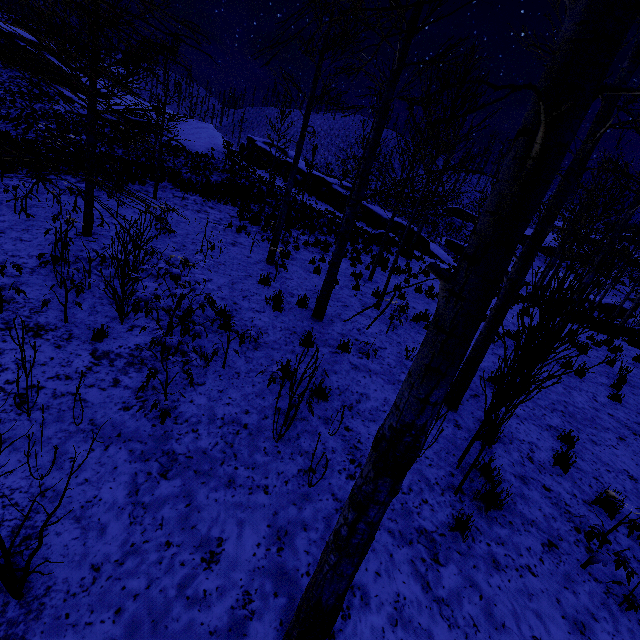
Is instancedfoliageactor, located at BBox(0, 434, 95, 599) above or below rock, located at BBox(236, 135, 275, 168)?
below

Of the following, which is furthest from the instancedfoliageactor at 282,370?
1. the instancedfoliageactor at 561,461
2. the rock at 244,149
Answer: the rock at 244,149

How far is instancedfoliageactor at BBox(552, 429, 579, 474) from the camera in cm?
504

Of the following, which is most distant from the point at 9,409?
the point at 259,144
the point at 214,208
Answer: the point at 259,144

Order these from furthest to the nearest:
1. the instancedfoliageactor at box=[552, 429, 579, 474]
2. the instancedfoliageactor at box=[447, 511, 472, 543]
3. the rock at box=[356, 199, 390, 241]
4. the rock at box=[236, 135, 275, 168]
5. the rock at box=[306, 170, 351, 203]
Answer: the rock at box=[236, 135, 275, 168] → the rock at box=[306, 170, 351, 203] → the rock at box=[356, 199, 390, 241] → the instancedfoliageactor at box=[552, 429, 579, 474] → the instancedfoliageactor at box=[447, 511, 472, 543]

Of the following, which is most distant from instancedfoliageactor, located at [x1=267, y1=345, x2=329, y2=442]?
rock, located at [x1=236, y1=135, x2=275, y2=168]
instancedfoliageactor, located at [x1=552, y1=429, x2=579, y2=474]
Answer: rock, located at [x1=236, y1=135, x2=275, y2=168]

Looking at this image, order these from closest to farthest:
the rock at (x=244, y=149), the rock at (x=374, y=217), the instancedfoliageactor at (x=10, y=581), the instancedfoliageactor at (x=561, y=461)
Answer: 1. the instancedfoliageactor at (x=10, y=581)
2. the instancedfoliageactor at (x=561, y=461)
3. the rock at (x=374, y=217)
4. the rock at (x=244, y=149)
